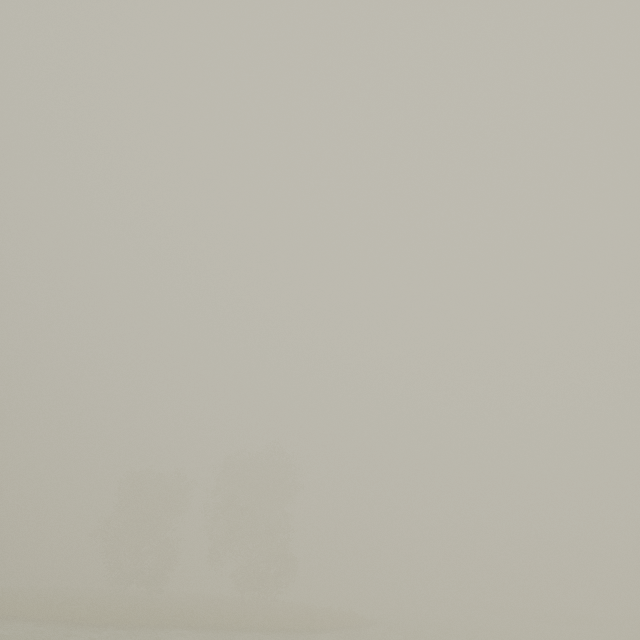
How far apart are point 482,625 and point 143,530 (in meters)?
39.22
